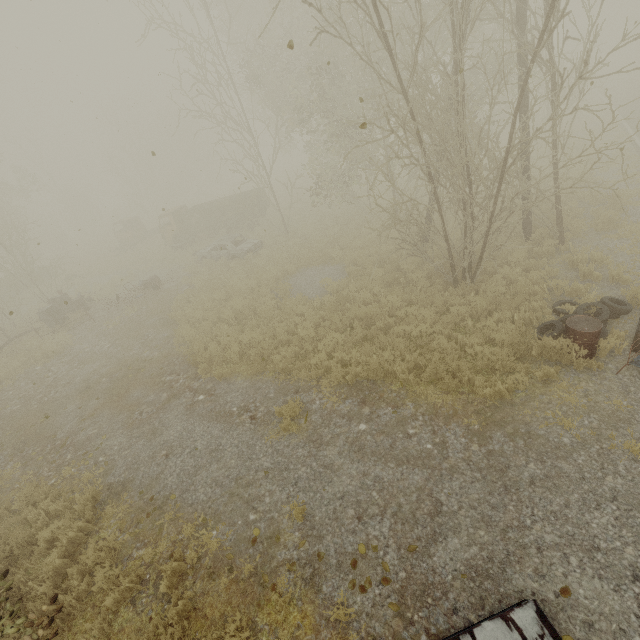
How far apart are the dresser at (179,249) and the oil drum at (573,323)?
22.9m

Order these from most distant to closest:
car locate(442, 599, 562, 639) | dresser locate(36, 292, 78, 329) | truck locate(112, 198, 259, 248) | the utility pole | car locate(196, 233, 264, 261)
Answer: truck locate(112, 198, 259, 248)
car locate(196, 233, 264, 261)
dresser locate(36, 292, 78, 329)
the utility pole
car locate(442, 599, 562, 639)

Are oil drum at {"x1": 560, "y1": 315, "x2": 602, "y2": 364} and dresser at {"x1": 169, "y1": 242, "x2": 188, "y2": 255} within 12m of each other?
no

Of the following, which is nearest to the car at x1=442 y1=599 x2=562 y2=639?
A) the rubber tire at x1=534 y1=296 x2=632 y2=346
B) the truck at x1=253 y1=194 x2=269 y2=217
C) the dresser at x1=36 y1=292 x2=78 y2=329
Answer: the rubber tire at x1=534 y1=296 x2=632 y2=346

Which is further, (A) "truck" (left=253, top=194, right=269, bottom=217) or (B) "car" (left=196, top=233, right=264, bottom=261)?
(A) "truck" (left=253, top=194, right=269, bottom=217)

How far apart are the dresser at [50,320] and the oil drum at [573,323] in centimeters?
2084cm

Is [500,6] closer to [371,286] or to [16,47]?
[371,286]

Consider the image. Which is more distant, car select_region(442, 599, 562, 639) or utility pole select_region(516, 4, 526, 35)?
utility pole select_region(516, 4, 526, 35)
